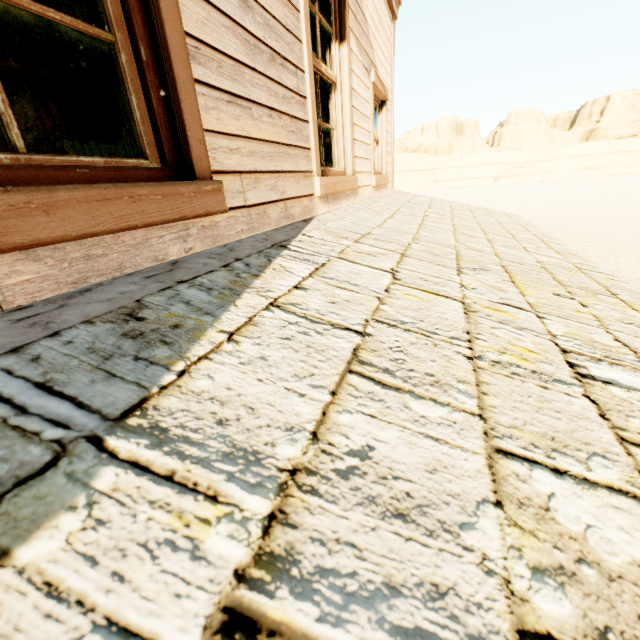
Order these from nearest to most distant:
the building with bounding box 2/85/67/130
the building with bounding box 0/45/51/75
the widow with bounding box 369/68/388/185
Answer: the widow with bounding box 369/68/388/185, the building with bounding box 0/45/51/75, the building with bounding box 2/85/67/130

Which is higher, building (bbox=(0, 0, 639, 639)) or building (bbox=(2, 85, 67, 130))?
building (bbox=(2, 85, 67, 130))

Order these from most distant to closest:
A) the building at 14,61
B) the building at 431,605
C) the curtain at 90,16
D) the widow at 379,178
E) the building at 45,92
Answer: the building at 45,92
the building at 14,61
the widow at 379,178
the curtain at 90,16
the building at 431,605

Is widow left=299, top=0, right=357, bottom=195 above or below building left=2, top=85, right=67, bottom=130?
below

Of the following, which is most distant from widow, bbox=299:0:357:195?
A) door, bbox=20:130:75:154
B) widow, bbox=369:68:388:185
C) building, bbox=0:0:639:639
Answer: door, bbox=20:130:75:154

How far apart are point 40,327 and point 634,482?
1.29m

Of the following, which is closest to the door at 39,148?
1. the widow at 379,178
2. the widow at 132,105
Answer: the widow at 379,178

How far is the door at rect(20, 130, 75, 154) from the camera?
7.1 meters
